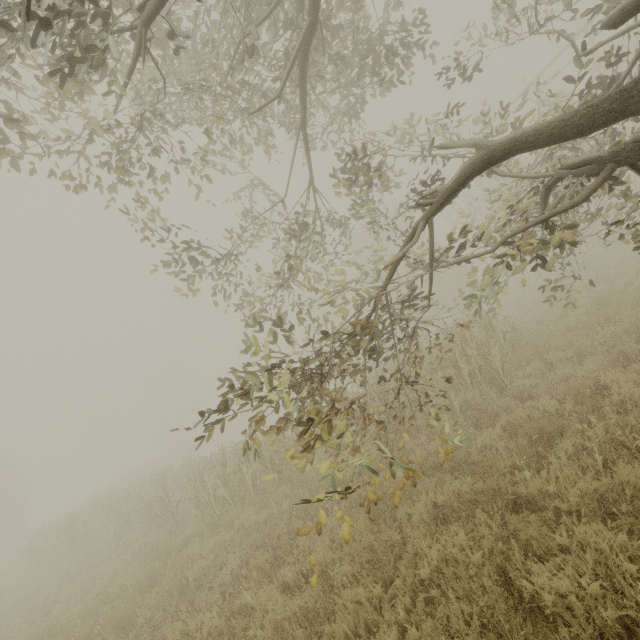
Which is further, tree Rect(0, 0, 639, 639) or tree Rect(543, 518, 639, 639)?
tree Rect(0, 0, 639, 639)

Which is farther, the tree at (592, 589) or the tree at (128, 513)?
the tree at (128, 513)

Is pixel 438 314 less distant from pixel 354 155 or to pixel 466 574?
pixel 354 155
